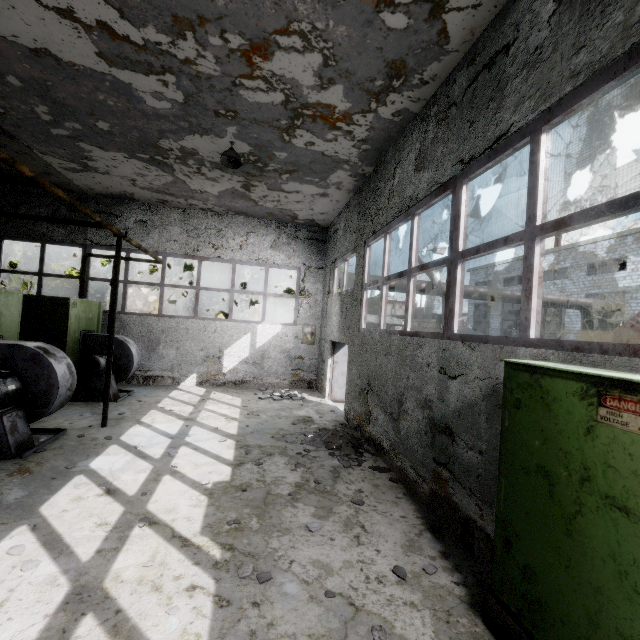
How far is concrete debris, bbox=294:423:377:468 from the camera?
6.5 meters

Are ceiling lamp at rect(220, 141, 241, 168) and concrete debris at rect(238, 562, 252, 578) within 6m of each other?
no

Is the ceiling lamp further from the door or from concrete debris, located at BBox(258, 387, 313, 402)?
concrete debris, located at BBox(258, 387, 313, 402)

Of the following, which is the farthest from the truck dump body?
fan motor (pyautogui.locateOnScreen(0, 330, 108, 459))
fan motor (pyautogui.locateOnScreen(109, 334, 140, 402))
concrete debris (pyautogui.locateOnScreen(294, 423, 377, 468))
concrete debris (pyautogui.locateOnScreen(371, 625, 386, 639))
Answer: fan motor (pyautogui.locateOnScreen(109, 334, 140, 402))

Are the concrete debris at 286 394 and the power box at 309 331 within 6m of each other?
yes

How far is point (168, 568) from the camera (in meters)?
3.40

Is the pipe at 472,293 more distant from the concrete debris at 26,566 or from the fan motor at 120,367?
the concrete debris at 26,566

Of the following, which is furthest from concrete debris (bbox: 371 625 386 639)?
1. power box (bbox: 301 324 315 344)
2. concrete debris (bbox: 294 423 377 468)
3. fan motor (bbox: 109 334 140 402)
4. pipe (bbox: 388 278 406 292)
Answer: pipe (bbox: 388 278 406 292)
